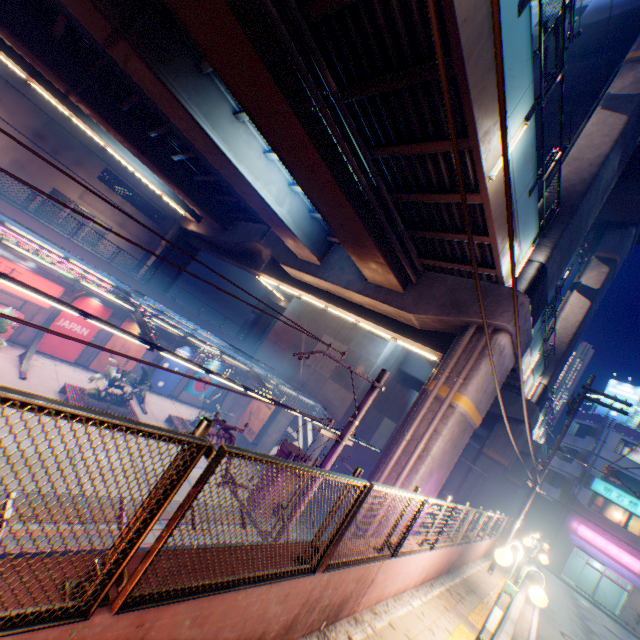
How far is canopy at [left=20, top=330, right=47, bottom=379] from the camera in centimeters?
1718cm

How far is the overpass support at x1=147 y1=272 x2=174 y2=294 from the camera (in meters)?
31.98

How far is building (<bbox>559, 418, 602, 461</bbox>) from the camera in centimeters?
3288cm

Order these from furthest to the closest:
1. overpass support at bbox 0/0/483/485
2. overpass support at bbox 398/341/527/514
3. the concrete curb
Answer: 1. overpass support at bbox 398/341/527/514
2. overpass support at bbox 0/0/483/485
3. the concrete curb

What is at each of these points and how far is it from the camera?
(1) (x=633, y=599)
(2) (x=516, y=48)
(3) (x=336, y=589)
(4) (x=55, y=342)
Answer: (1) building, 27.1m
(2) overpass support, 7.0m
(3) concrete block, 4.5m
(4) billboard, 20.6m

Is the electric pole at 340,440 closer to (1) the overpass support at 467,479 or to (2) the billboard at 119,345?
(1) the overpass support at 467,479

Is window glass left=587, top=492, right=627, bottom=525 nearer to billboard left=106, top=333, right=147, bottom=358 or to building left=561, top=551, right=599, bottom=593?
building left=561, top=551, right=599, bottom=593

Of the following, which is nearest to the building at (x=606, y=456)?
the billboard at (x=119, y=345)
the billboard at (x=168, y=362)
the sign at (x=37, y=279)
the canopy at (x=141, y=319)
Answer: the canopy at (x=141, y=319)
